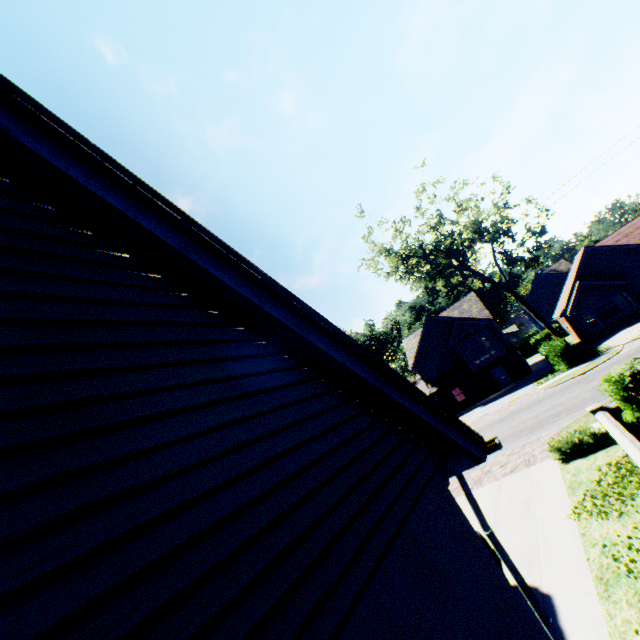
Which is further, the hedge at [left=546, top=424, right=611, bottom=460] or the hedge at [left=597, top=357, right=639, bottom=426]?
the hedge at [left=546, top=424, right=611, bottom=460]

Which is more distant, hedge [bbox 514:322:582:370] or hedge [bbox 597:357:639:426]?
hedge [bbox 514:322:582:370]

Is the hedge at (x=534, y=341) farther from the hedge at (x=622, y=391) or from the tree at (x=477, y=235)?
the hedge at (x=622, y=391)

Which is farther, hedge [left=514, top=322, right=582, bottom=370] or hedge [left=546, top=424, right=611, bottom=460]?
hedge [left=514, top=322, right=582, bottom=370]

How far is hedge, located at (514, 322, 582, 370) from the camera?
24.2m

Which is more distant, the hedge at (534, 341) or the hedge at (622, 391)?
the hedge at (534, 341)

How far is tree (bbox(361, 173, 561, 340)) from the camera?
25.2m

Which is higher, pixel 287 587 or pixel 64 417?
pixel 64 417
